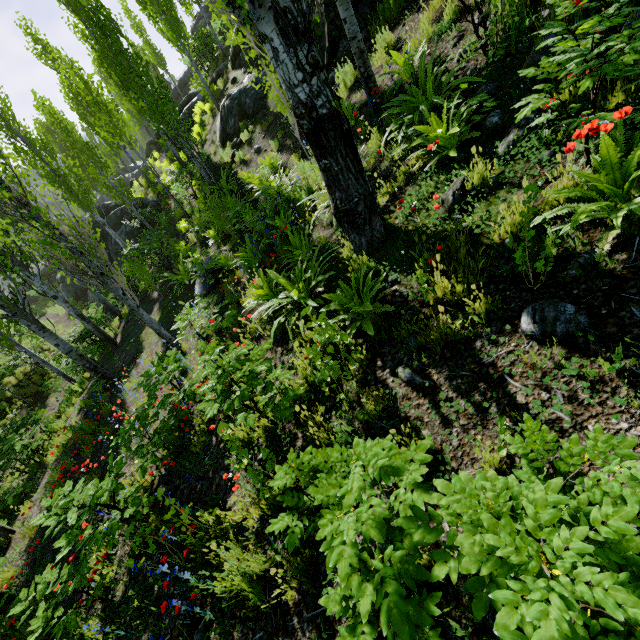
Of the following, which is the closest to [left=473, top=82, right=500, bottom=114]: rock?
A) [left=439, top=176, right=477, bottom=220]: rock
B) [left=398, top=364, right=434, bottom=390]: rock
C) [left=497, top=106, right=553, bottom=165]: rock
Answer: [left=497, top=106, right=553, bottom=165]: rock

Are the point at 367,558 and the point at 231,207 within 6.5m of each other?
no

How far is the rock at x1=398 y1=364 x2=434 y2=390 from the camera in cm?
270

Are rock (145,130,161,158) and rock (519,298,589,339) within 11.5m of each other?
no

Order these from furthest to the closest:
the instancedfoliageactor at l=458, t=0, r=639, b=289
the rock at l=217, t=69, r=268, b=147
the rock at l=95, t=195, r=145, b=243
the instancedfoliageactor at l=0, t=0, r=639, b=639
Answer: the rock at l=95, t=195, r=145, b=243, the rock at l=217, t=69, r=268, b=147, the instancedfoliageactor at l=458, t=0, r=639, b=289, the instancedfoliageactor at l=0, t=0, r=639, b=639

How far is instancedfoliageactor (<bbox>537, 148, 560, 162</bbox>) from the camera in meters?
2.5 m

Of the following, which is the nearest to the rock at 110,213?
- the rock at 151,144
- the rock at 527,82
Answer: the rock at 151,144

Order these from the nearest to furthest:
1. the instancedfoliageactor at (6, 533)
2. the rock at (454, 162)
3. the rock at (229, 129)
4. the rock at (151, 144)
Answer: the rock at (454, 162)
the instancedfoliageactor at (6, 533)
the rock at (229, 129)
the rock at (151, 144)
